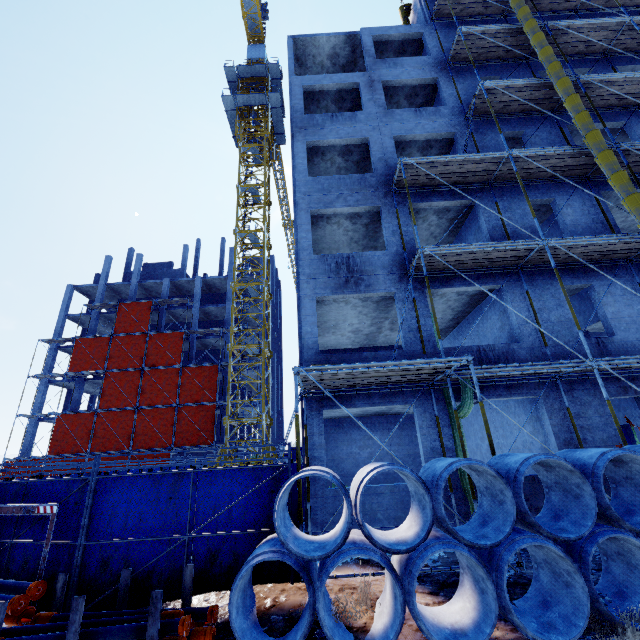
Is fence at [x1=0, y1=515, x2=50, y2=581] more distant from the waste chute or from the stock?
the waste chute

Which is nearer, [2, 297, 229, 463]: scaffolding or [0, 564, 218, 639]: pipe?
[0, 564, 218, 639]: pipe

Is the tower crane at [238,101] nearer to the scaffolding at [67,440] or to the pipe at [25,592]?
the scaffolding at [67,440]

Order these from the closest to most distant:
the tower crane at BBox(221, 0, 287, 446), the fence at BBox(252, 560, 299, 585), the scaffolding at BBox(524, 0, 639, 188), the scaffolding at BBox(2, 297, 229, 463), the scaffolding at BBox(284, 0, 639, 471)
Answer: the fence at BBox(252, 560, 299, 585)
the scaffolding at BBox(284, 0, 639, 471)
the scaffolding at BBox(524, 0, 639, 188)
the tower crane at BBox(221, 0, 287, 446)
the scaffolding at BBox(2, 297, 229, 463)

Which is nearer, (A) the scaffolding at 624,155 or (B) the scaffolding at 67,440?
(A) the scaffolding at 624,155

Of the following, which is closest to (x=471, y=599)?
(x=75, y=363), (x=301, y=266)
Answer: (x=301, y=266)

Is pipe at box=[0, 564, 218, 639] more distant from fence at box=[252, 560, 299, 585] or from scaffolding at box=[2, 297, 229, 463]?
scaffolding at box=[2, 297, 229, 463]

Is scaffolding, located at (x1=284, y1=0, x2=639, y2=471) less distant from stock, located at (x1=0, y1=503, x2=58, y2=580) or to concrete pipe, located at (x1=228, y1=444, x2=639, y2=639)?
concrete pipe, located at (x1=228, y1=444, x2=639, y2=639)
